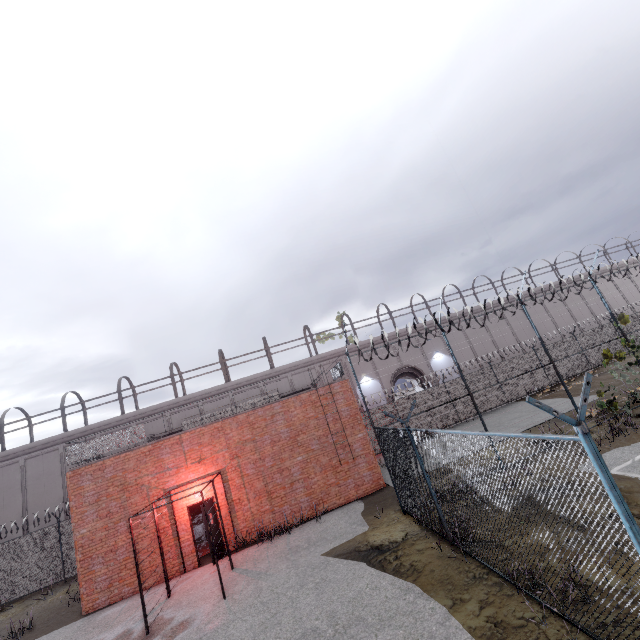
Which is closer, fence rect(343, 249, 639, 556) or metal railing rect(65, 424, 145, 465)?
fence rect(343, 249, 639, 556)

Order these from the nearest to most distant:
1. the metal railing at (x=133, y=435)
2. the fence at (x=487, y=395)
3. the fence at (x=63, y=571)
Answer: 1. the fence at (x=487, y=395)
2. the metal railing at (x=133, y=435)
3. the fence at (x=63, y=571)

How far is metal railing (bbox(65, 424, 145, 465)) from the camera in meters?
12.9

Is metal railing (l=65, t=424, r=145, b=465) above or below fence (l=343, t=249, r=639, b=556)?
above

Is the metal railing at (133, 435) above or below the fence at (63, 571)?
above

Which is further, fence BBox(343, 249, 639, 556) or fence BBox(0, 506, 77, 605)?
fence BBox(0, 506, 77, 605)

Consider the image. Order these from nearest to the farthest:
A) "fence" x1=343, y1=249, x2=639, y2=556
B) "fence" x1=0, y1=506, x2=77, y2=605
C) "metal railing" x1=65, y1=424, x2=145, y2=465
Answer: "fence" x1=343, y1=249, x2=639, y2=556 < "metal railing" x1=65, y1=424, x2=145, y2=465 < "fence" x1=0, y1=506, x2=77, y2=605

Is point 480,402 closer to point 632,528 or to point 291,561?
point 291,561
